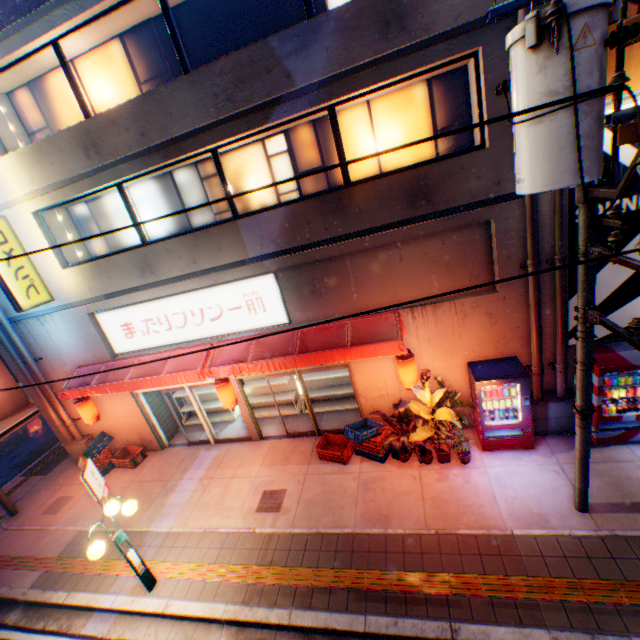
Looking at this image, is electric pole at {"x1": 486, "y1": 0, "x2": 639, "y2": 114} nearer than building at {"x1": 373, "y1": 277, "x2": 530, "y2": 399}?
Yes

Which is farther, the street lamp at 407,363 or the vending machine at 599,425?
the street lamp at 407,363

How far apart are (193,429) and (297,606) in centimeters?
779cm

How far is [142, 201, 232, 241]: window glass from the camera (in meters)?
8.72

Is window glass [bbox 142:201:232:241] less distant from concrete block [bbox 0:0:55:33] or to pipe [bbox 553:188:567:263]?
pipe [bbox 553:188:567:263]

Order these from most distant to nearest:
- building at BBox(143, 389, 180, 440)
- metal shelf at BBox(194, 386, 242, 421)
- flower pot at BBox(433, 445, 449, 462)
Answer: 1. metal shelf at BBox(194, 386, 242, 421)
2. building at BBox(143, 389, 180, 440)
3. flower pot at BBox(433, 445, 449, 462)

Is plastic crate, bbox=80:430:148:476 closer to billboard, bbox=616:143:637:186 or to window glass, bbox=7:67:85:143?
window glass, bbox=7:67:85:143

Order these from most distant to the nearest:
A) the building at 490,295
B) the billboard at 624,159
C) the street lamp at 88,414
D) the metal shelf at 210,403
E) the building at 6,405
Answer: the building at 6,405, the metal shelf at 210,403, the street lamp at 88,414, the building at 490,295, the billboard at 624,159
